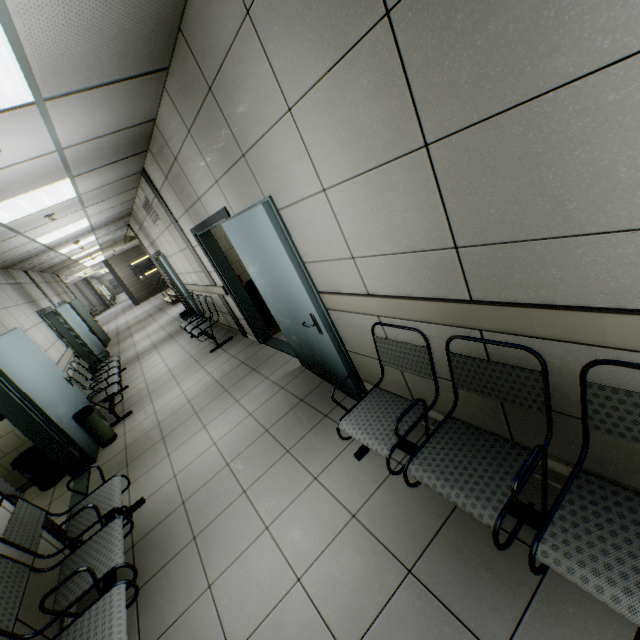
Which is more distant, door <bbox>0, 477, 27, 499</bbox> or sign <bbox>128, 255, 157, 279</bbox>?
sign <bbox>128, 255, 157, 279</bbox>

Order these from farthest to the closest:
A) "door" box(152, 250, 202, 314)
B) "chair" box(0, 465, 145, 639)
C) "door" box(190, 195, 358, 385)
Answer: "door" box(152, 250, 202, 314), "door" box(190, 195, 358, 385), "chair" box(0, 465, 145, 639)

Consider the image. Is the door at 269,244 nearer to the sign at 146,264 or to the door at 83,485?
the door at 83,485

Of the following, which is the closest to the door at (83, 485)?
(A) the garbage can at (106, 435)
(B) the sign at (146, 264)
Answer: (A) the garbage can at (106, 435)

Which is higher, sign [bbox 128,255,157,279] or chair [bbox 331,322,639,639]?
sign [bbox 128,255,157,279]

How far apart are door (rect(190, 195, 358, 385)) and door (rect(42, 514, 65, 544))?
2.83m

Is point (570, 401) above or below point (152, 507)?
above

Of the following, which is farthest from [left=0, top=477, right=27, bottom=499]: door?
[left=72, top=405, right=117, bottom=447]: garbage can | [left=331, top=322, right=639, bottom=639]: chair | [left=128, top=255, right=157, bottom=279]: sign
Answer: [left=128, top=255, right=157, bottom=279]: sign
